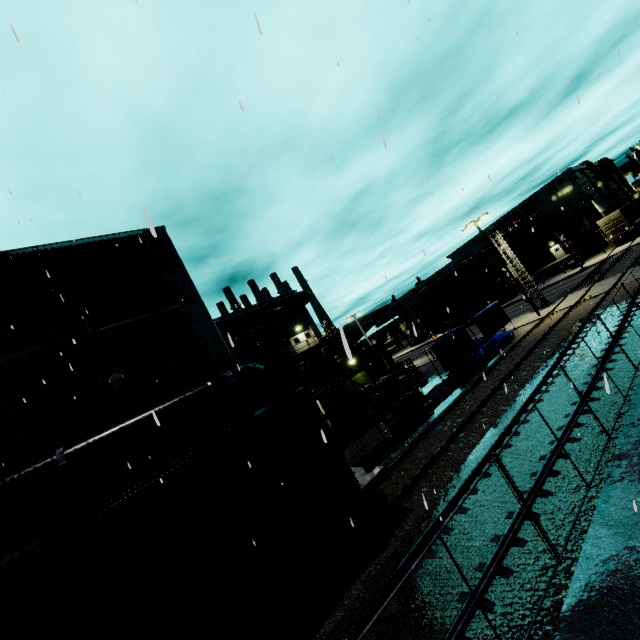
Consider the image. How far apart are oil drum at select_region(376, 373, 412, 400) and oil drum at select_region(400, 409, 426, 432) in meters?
1.3 m

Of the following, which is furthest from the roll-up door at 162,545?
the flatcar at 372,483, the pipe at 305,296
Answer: the flatcar at 372,483

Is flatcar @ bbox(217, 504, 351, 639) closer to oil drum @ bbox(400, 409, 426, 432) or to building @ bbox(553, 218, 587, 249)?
building @ bbox(553, 218, 587, 249)

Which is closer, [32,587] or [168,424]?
[32,587]

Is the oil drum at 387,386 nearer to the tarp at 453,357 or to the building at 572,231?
the tarp at 453,357

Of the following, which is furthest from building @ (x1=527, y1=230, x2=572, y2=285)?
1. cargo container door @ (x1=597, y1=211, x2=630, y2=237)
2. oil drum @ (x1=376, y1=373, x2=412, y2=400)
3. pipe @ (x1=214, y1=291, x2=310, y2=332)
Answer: oil drum @ (x1=376, y1=373, x2=412, y2=400)

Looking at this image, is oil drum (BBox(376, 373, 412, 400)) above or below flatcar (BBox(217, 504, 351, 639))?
above

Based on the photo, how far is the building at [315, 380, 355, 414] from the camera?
24.38m
